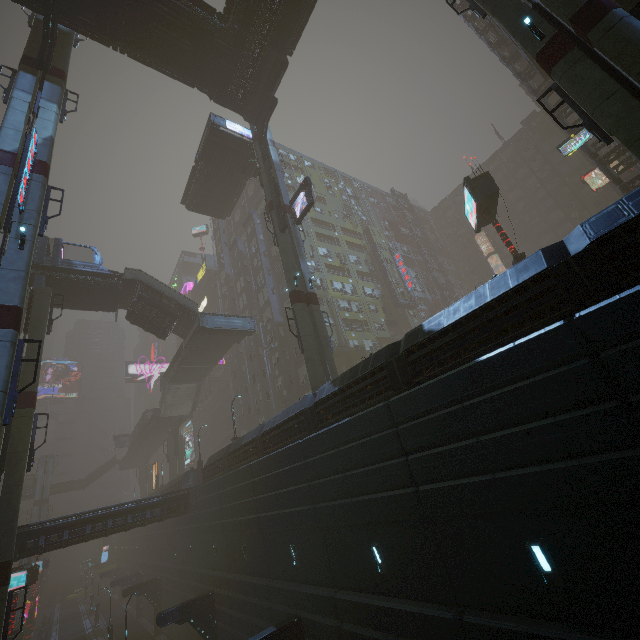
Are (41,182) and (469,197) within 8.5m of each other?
no

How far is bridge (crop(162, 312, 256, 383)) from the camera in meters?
32.2

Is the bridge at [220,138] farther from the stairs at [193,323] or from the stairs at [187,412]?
the stairs at [187,412]

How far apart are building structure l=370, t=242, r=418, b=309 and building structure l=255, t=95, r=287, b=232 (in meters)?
26.75

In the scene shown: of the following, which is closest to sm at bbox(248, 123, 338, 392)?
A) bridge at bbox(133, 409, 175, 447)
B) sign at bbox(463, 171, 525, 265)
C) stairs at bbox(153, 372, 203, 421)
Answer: bridge at bbox(133, 409, 175, 447)

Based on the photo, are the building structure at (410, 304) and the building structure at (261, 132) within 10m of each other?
no

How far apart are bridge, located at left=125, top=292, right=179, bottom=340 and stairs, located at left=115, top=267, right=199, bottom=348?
0.0m

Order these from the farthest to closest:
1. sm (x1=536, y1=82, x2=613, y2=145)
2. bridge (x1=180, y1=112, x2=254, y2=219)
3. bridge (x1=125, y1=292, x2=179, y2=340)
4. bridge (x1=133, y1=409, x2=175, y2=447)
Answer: bridge (x1=133, y1=409, x2=175, y2=447) → bridge (x1=180, y1=112, x2=254, y2=219) → bridge (x1=125, y1=292, x2=179, y2=340) → sm (x1=536, y1=82, x2=613, y2=145)
